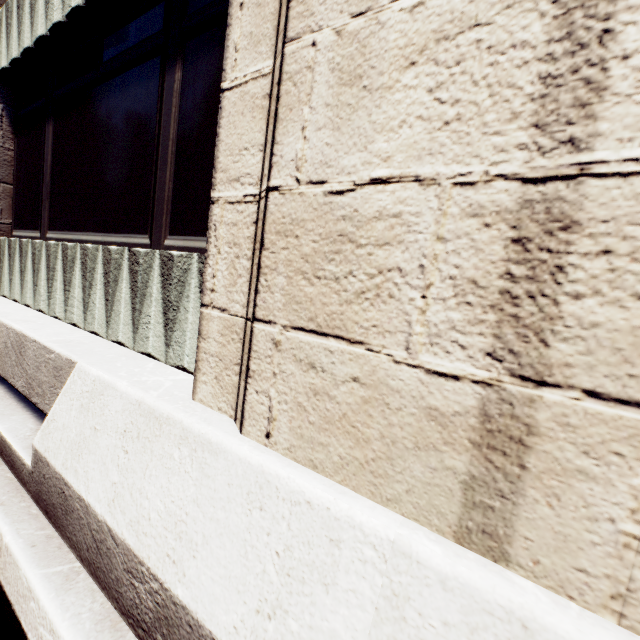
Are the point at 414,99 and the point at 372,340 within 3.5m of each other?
yes
